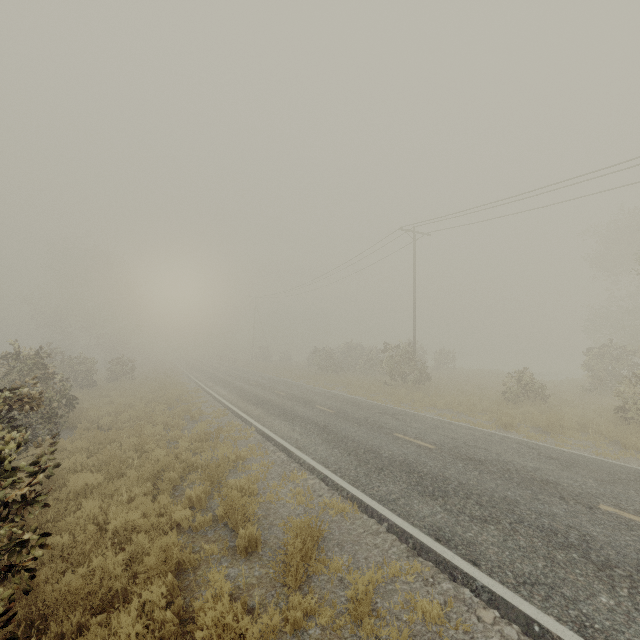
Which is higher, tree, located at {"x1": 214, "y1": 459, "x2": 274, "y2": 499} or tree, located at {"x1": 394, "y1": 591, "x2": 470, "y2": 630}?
tree, located at {"x1": 214, "y1": 459, "x2": 274, "y2": 499}

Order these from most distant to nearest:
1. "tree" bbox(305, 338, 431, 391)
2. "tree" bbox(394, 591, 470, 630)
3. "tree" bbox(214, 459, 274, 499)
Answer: "tree" bbox(305, 338, 431, 391)
"tree" bbox(214, 459, 274, 499)
"tree" bbox(394, 591, 470, 630)

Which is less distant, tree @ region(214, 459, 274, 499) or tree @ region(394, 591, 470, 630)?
tree @ region(394, 591, 470, 630)

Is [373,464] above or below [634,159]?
below

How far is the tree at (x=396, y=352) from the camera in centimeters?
2323cm

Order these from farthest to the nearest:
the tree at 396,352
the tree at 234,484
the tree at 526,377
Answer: the tree at 396,352
the tree at 526,377
the tree at 234,484

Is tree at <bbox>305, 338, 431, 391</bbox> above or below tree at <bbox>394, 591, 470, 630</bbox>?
above

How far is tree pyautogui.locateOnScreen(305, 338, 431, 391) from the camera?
23.2 meters
